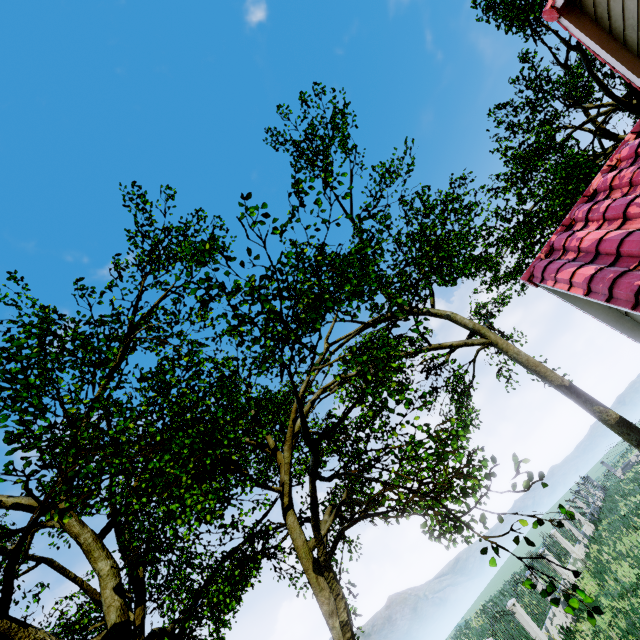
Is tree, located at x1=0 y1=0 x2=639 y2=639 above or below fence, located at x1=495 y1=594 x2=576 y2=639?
above

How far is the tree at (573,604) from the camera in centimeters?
369cm

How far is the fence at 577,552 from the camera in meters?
18.9

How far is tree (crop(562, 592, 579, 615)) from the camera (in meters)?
3.69

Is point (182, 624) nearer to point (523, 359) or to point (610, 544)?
point (523, 359)

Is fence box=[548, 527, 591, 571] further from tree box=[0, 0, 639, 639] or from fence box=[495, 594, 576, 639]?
tree box=[0, 0, 639, 639]

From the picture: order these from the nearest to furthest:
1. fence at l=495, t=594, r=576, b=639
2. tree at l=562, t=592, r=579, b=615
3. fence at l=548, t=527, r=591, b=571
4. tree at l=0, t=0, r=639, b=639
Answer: tree at l=562, t=592, r=579, b=615, tree at l=0, t=0, r=639, b=639, fence at l=495, t=594, r=576, b=639, fence at l=548, t=527, r=591, b=571
